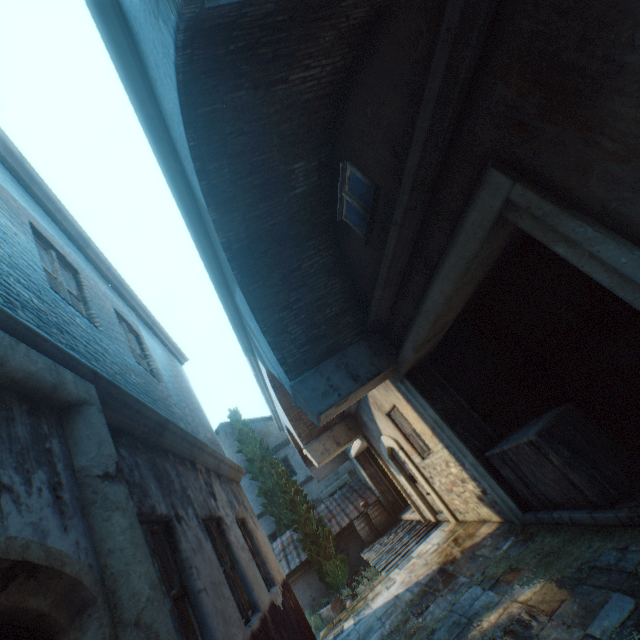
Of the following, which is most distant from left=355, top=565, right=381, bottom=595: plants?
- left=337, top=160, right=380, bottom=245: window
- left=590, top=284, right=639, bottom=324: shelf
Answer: left=337, top=160, right=380, bottom=245: window

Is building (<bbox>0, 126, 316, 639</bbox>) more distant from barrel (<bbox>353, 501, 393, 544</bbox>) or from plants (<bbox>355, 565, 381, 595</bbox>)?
barrel (<bbox>353, 501, 393, 544</bbox>)

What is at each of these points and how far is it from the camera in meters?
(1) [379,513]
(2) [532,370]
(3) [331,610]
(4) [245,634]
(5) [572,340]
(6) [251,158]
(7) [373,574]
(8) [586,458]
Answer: (1) barrel, 13.1
(2) shelf, 6.5
(3) wooden crate, 11.1
(4) building, 3.5
(5) shelf, 5.4
(6) building, 4.0
(7) plants, 11.1
(8) wooden crate, 3.9

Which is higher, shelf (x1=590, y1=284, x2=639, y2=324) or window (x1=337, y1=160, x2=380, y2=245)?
window (x1=337, y1=160, x2=380, y2=245)

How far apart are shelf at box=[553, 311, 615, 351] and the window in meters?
3.6

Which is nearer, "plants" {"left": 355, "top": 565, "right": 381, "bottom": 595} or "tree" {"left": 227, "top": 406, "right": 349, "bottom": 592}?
"plants" {"left": 355, "top": 565, "right": 381, "bottom": 595}

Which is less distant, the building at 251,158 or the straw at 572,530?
the building at 251,158

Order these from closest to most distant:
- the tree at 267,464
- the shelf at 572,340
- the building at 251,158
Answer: the building at 251,158, the shelf at 572,340, the tree at 267,464
